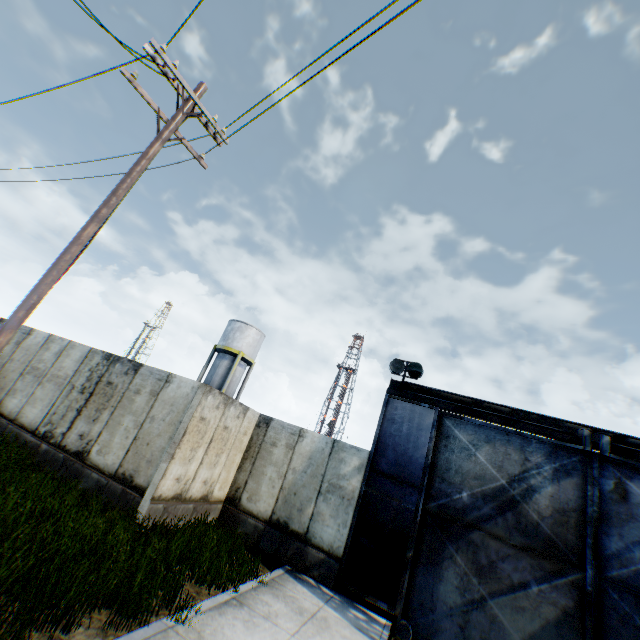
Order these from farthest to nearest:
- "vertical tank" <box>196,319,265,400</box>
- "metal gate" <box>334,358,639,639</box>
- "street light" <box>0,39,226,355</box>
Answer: "vertical tank" <box>196,319,265,400</box> → "metal gate" <box>334,358,639,639</box> → "street light" <box>0,39,226,355</box>

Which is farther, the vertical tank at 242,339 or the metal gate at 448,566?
the vertical tank at 242,339

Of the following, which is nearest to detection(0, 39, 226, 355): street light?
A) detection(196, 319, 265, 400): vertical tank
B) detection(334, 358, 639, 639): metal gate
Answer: detection(334, 358, 639, 639): metal gate

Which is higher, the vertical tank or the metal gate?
the vertical tank

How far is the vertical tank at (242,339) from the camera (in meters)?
30.45

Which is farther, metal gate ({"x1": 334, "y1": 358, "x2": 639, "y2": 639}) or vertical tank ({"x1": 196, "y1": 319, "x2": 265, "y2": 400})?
vertical tank ({"x1": 196, "y1": 319, "x2": 265, "y2": 400})

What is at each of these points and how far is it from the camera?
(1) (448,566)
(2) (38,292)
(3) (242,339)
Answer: (1) metal gate, 8.2m
(2) street light, 5.4m
(3) vertical tank, 31.6m

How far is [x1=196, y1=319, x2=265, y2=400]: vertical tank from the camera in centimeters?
3045cm
